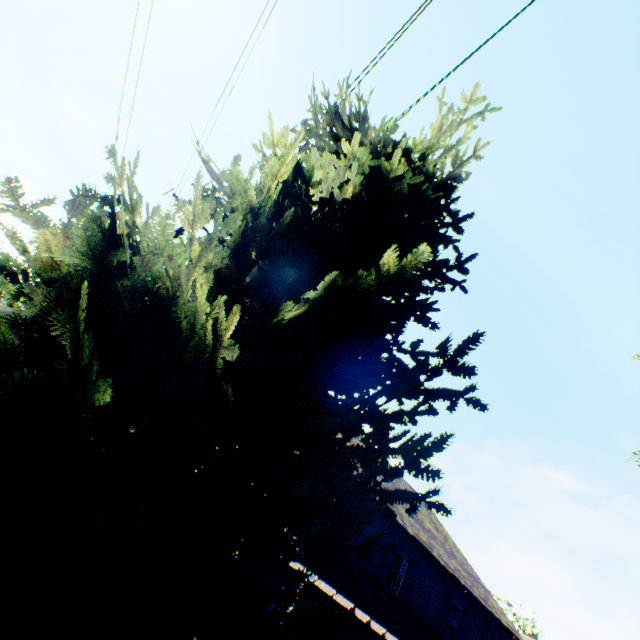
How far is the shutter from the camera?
13.90m

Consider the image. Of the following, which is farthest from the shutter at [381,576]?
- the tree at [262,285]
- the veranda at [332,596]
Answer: the tree at [262,285]

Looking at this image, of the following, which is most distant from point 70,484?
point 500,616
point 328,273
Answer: point 500,616

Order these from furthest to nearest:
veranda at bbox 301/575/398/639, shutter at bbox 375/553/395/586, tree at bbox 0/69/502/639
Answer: shutter at bbox 375/553/395/586, veranda at bbox 301/575/398/639, tree at bbox 0/69/502/639

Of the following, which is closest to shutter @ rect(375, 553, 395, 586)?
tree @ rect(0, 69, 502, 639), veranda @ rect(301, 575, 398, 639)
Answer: veranda @ rect(301, 575, 398, 639)

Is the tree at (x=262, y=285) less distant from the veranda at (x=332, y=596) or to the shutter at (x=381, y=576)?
the veranda at (x=332, y=596)
